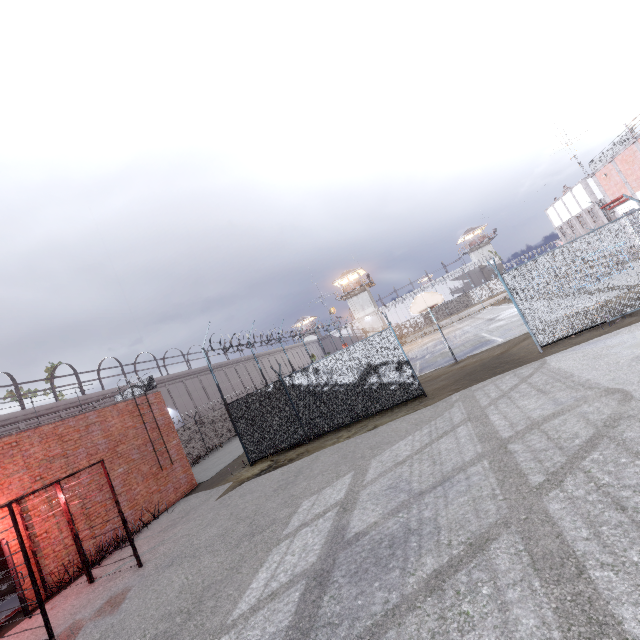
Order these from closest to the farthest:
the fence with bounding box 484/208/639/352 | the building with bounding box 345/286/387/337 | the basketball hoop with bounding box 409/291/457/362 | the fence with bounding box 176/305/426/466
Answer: the fence with bounding box 484/208/639/352 → the fence with bounding box 176/305/426/466 → the basketball hoop with bounding box 409/291/457/362 → the building with bounding box 345/286/387/337

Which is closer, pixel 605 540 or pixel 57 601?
pixel 605 540

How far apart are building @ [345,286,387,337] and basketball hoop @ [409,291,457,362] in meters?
39.6

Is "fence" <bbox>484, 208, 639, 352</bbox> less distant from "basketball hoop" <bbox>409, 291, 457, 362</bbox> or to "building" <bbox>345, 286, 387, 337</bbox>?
"basketball hoop" <bbox>409, 291, 457, 362</bbox>

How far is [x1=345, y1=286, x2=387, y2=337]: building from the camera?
57.0m

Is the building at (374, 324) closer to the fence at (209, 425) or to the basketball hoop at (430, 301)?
the fence at (209, 425)
